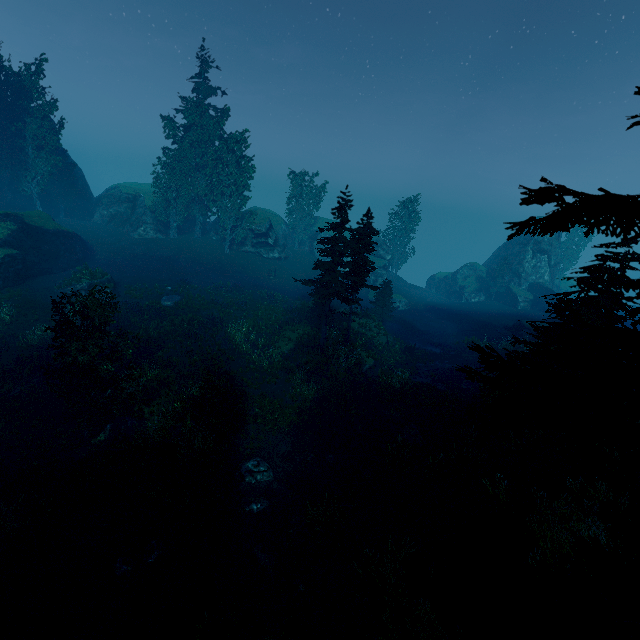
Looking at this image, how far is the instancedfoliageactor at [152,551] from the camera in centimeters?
1131cm

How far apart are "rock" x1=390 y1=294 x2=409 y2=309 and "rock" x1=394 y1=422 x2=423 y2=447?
24.7m

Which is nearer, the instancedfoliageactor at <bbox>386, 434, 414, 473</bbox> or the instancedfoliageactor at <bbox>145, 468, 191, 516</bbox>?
the instancedfoliageactor at <bbox>145, 468, 191, 516</bbox>

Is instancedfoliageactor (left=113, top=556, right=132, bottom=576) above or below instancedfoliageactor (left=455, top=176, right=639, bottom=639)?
below

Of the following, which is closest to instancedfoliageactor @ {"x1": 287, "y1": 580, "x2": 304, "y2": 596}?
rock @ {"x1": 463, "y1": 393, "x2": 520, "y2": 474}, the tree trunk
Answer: rock @ {"x1": 463, "y1": 393, "x2": 520, "y2": 474}

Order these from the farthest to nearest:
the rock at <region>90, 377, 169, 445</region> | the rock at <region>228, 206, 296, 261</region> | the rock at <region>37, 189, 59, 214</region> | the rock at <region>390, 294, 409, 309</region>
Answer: the rock at <region>228, 206, 296, 261</region> → the rock at <region>390, 294, 409, 309</region> → the rock at <region>37, 189, 59, 214</region> → the rock at <region>90, 377, 169, 445</region>

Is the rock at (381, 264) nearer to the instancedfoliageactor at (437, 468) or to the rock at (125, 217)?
the instancedfoliageactor at (437, 468)

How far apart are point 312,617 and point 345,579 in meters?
1.5
